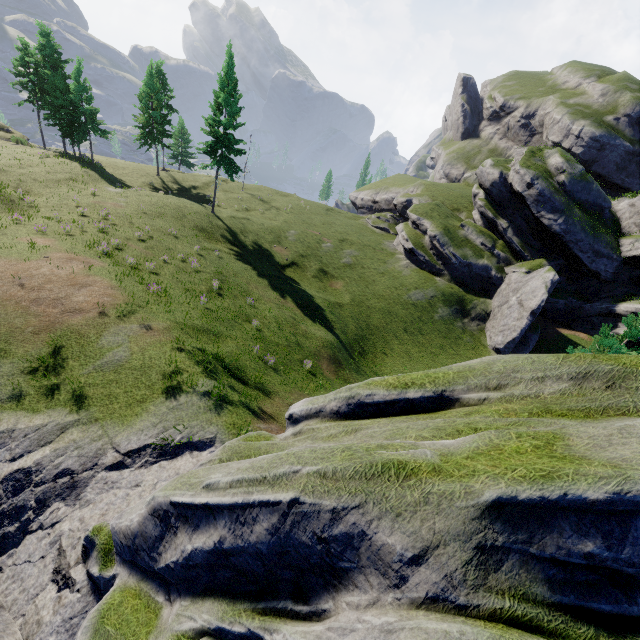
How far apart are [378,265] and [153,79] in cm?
3642
